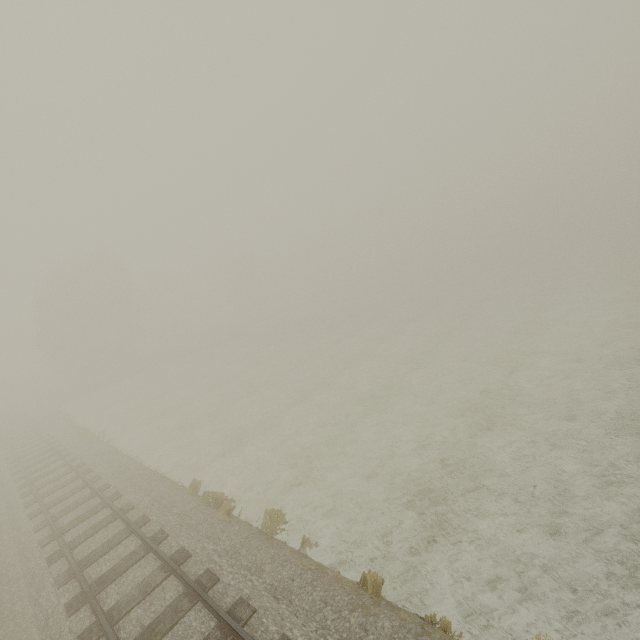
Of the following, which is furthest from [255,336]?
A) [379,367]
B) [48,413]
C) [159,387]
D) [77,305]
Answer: [379,367]
